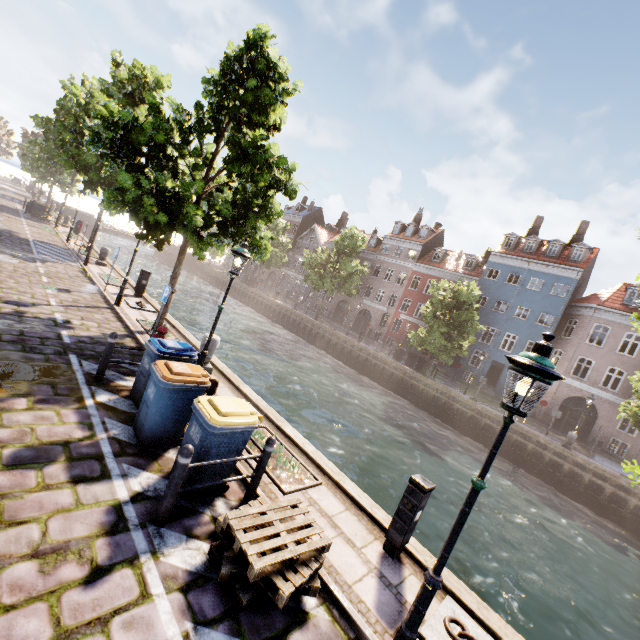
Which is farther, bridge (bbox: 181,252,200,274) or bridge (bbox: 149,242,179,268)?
bridge (bbox: 181,252,200,274)

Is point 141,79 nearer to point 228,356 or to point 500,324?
point 228,356

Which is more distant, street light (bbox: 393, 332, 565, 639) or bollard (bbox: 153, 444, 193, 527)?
bollard (bbox: 153, 444, 193, 527)

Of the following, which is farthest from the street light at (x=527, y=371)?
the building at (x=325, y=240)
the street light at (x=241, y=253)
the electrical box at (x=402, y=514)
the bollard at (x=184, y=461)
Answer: the building at (x=325, y=240)

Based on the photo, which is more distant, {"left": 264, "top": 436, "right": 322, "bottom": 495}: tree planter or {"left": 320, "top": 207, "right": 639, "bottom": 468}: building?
{"left": 320, "top": 207, "right": 639, "bottom": 468}: building

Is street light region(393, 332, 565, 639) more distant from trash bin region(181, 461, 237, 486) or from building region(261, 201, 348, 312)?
building region(261, 201, 348, 312)

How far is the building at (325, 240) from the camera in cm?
5112

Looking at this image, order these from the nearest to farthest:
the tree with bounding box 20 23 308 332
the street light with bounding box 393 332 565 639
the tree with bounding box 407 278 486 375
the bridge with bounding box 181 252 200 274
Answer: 1. the street light with bounding box 393 332 565 639
2. the tree with bounding box 20 23 308 332
3. the tree with bounding box 407 278 486 375
4. the bridge with bounding box 181 252 200 274
